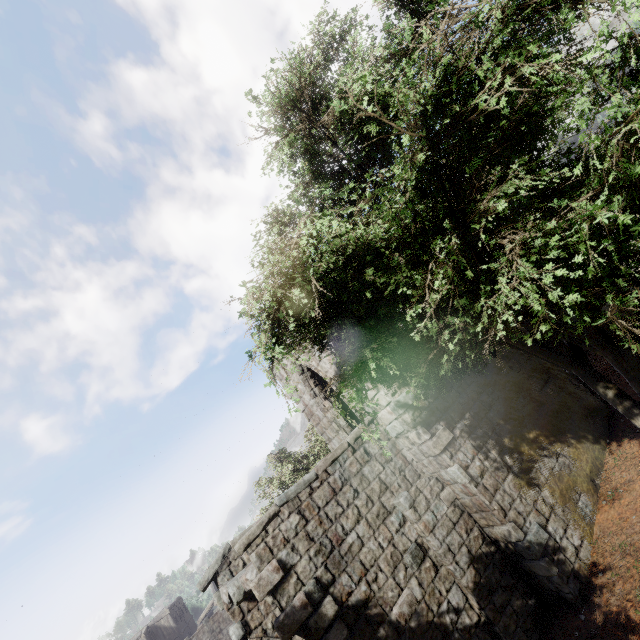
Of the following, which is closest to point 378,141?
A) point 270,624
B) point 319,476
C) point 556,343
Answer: point 556,343
